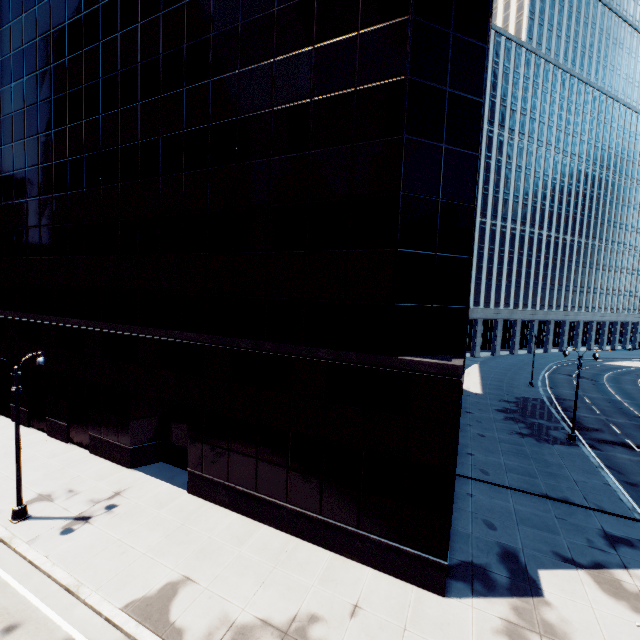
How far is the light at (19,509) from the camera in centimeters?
1402cm

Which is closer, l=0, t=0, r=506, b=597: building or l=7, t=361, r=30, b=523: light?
l=0, t=0, r=506, b=597: building

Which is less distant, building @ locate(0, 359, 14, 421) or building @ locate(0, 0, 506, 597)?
building @ locate(0, 0, 506, 597)

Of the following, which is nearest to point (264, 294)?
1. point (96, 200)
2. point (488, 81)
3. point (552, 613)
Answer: point (96, 200)

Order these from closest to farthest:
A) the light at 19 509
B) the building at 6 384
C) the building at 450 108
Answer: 1. the building at 450 108
2. the light at 19 509
3. the building at 6 384

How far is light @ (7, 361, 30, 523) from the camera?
14.02m

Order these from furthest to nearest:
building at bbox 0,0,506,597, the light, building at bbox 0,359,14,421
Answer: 1. building at bbox 0,359,14,421
2. the light
3. building at bbox 0,0,506,597
